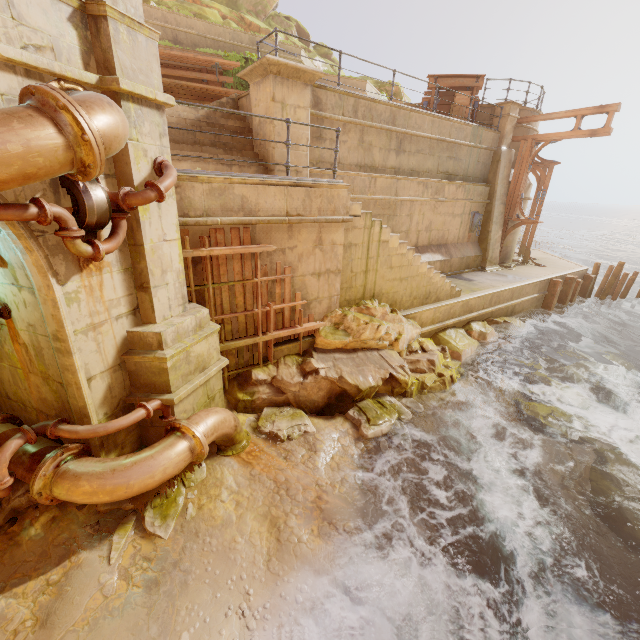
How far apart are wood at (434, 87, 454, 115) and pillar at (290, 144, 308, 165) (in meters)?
7.13

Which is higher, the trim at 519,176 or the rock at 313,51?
the rock at 313,51

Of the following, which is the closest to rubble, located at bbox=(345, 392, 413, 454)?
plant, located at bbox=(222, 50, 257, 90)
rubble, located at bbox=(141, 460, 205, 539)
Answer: rubble, located at bbox=(141, 460, 205, 539)

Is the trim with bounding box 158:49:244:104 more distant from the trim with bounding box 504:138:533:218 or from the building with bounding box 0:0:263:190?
the trim with bounding box 504:138:533:218

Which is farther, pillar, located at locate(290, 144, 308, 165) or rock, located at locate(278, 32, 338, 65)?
rock, located at locate(278, 32, 338, 65)

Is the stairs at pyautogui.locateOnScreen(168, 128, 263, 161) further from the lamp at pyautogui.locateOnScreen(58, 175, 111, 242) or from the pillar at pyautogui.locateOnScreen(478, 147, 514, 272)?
the pillar at pyautogui.locateOnScreen(478, 147, 514, 272)

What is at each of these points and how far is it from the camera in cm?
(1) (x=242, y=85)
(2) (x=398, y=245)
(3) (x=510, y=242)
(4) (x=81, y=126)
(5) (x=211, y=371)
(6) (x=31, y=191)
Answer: (1) plant, 1437
(2) stairs, 850
(3) building, 1645
(4) pipe, 261
(5) building, 544
(6) building, 320

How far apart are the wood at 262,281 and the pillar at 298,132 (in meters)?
2.99
